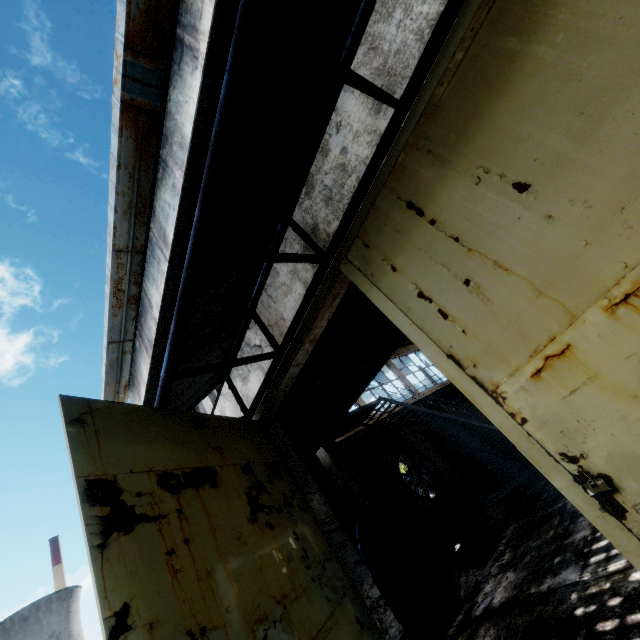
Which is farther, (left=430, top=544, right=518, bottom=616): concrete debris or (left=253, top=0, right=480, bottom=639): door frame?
(left=430, top=544, right=518, bottom=616): concrete debris

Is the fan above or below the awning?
below

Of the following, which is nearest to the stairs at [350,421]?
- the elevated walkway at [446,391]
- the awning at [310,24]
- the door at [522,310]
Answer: the elevated walkway at [446,391]

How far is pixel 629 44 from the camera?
1.66m

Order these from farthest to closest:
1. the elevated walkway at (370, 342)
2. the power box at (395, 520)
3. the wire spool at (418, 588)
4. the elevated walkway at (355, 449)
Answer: the power box at (395, 520) → the elevated walkway at (355, 449) → the wire spool at (418, 588) → the elevated walkway at (370, 342)

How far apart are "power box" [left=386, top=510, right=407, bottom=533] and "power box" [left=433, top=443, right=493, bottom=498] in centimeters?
384cm

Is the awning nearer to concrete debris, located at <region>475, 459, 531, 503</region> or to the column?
the column

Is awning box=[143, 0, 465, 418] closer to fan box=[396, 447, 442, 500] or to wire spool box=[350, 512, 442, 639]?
wire spool box=[350, 512, 442, 639]
